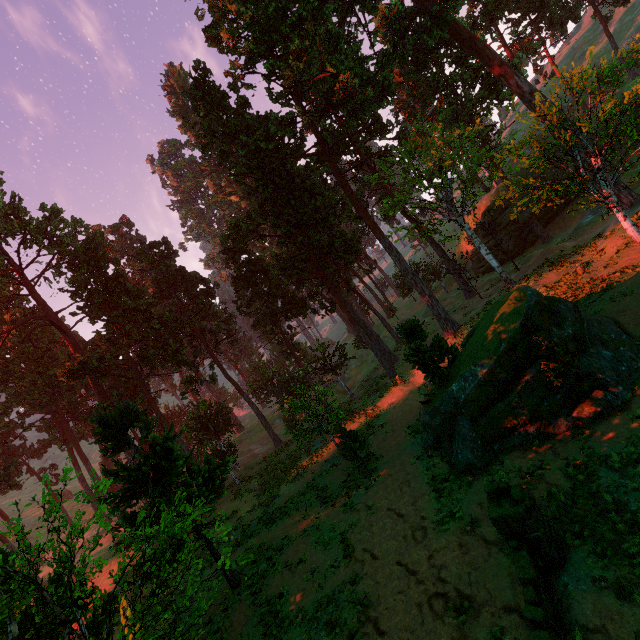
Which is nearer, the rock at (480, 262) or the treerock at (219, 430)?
the treerock at (219, 430)

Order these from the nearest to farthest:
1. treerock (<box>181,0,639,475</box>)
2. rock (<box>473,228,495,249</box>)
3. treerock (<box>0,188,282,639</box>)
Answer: treerock (<box>0,188,282,639</box>) → treerock (<box>181,0,639,475</box>) → rock (<box>473,228,495,249</box>)

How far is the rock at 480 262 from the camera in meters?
41.0

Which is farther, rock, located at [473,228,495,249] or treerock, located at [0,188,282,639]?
rock, located at [473,228,495,249]

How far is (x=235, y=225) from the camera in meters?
35.0 m

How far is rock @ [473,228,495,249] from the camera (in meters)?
39.84
